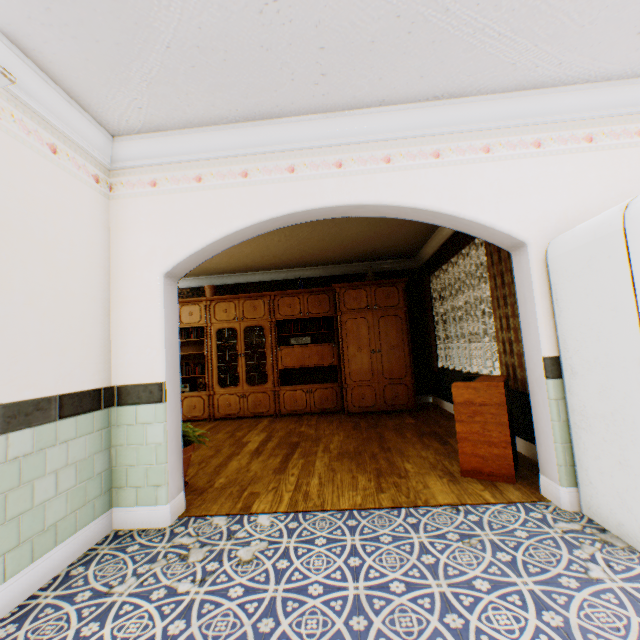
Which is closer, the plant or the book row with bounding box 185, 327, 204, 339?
the plant

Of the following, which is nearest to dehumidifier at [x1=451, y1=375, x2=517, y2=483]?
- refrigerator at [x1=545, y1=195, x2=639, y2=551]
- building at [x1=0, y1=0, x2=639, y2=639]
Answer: building at [x1=0, y1=0, x2=639, y2=639]

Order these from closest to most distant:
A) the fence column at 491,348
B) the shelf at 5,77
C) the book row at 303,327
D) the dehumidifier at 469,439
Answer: the shelf at 5,77, the dehumidifier at 469,439, the book row at 303,327, the fence column at 491,348

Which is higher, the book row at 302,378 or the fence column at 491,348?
the book row at 302,378

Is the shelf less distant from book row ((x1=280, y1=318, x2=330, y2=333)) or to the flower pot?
the flower pot

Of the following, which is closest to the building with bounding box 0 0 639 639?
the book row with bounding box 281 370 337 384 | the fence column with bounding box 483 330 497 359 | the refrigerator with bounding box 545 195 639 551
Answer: the refrigerator with bounding box 545 195 639 551

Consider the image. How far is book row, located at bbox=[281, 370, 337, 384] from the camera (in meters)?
6.70

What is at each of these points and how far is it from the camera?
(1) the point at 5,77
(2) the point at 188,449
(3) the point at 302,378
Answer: (1) shelf, 1.53m
(2) flower pot, 3.19m
(3) book row, 6.73m
